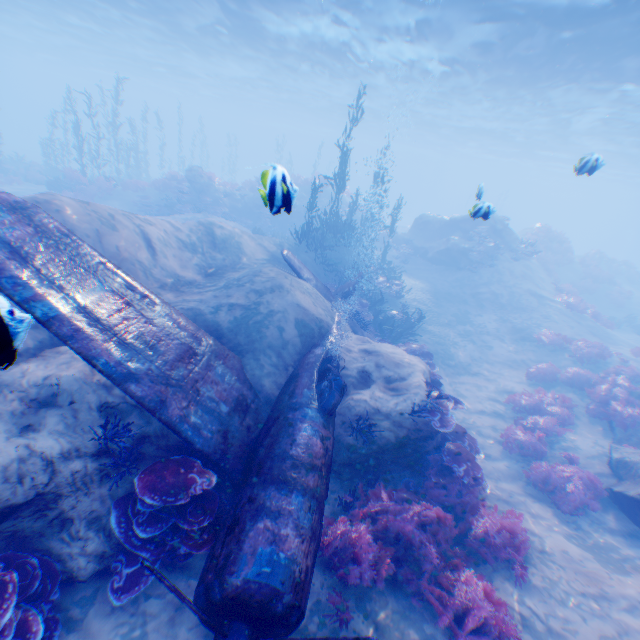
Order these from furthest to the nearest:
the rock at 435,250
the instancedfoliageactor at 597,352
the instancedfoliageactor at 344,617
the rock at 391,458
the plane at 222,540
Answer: the rock at 435,250 → the instancedfoliageactor at 597,352 → the rock at 391,458 → the instancedfoliageactor at 344,617 → the plane at 222,540

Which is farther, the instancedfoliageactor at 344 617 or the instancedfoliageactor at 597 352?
the instancedfoliageactor at 597 352

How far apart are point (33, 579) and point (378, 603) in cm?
480

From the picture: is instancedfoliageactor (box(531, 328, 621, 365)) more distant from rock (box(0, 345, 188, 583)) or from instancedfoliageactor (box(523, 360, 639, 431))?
rock (box(0, 345, 188, 583))

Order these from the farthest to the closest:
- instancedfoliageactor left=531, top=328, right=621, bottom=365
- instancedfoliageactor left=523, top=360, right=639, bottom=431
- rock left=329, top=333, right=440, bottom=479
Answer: instancedfoliageactor left=531, top=328, right=621, bottom=365 < instancedfoliageactor left=523, top=360, right=639, bottom=431 < rock left=329, top=333, right=440, bottom=479

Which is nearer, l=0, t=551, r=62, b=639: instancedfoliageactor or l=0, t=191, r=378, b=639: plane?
l=0, t=551, r=62, b=639: instancedfoliageactor

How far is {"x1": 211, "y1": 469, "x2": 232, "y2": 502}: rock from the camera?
5.5 meters

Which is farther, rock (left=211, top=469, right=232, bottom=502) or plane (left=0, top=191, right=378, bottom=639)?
rock (left=211, top=469, right=232, bottom=502)
